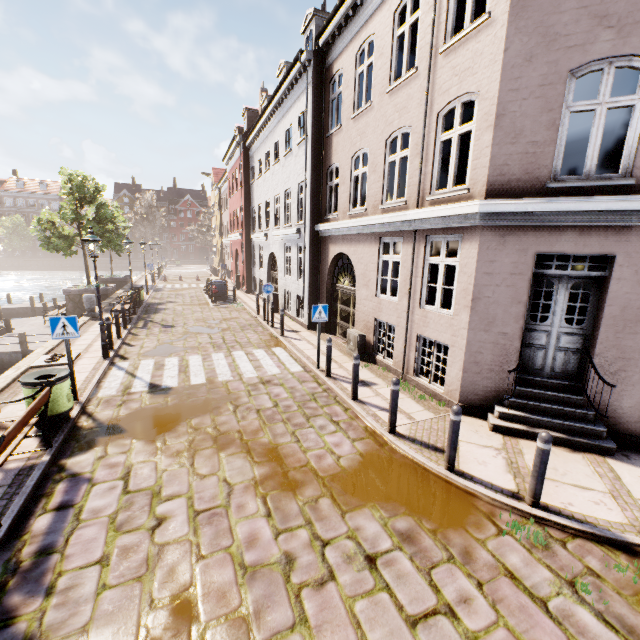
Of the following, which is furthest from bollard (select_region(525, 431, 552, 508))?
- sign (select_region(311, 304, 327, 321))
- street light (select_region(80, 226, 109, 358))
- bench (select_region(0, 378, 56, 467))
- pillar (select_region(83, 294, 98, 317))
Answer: pillar (select_region(83, 294, 98, 317))

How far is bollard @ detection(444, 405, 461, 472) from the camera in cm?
495

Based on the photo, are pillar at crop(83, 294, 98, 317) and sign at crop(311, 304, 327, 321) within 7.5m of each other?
no

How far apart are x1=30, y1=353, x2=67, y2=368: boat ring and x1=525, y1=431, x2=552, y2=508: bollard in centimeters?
1126cm

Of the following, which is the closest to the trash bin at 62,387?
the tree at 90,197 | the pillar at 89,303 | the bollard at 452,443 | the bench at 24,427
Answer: the bench at 24,427

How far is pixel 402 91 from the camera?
8.15m

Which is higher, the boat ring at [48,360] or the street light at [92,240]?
the street light at [92,240]

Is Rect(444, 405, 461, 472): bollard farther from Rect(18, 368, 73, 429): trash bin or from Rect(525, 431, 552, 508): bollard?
Rect(18, 368, 73, 429): trash bin
